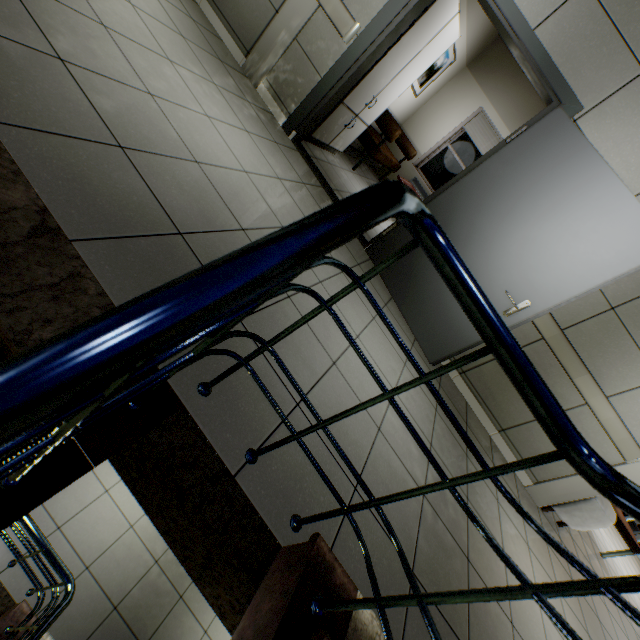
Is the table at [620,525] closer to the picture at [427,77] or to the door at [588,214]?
the door at [588,214]

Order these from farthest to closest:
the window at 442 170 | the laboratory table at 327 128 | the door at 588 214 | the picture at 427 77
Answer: the window at 442 170 → the picture at 427 77 → the laboratory table at 327 128 → the door at 588 214

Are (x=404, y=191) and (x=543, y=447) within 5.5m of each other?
yes

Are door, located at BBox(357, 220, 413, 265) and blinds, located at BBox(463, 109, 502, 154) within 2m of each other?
no

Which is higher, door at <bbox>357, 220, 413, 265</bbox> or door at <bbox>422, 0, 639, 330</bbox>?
door at <bbox>422, 0, 639, 330</bbox>

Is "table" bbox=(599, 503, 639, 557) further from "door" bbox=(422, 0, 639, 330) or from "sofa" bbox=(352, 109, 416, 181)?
"sofa" bbox=(352, 109, 416, 181)

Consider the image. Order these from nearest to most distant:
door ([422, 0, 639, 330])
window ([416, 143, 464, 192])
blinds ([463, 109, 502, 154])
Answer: door ([422, 0, 639, 330]) → blinds ([463, 109, 502, 154]) → window ([416, 143, 464, 192])

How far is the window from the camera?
7.5 meters
